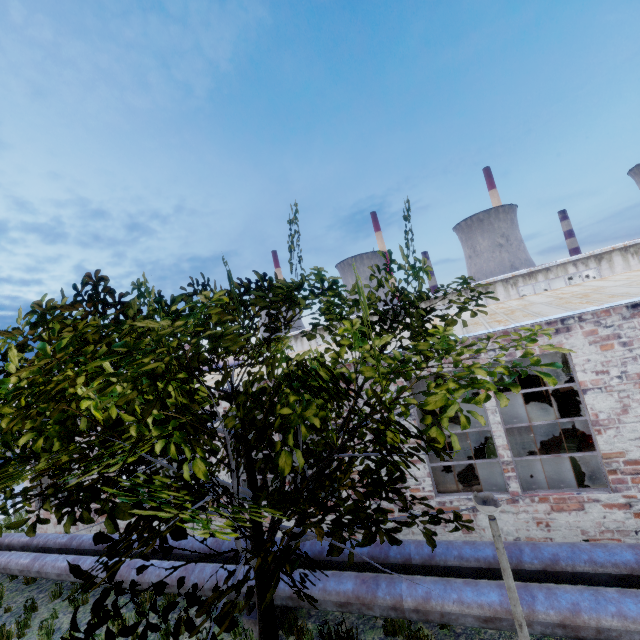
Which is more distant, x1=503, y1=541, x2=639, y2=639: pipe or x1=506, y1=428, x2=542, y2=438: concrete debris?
x1=506, y1=428, x2=542, y2=438: concrete debris

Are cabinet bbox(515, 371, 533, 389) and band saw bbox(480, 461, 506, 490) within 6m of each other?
no

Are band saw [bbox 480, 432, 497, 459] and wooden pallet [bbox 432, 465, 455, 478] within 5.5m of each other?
yes

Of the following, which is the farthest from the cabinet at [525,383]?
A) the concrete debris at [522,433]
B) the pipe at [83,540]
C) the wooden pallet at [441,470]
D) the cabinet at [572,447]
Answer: the pipe at [83,540]

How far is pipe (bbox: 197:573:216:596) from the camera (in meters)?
6.92

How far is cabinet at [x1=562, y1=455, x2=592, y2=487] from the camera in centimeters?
758cm

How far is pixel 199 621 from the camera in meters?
7.5 m

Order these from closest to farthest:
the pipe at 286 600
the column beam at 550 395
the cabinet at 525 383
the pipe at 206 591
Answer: the pipe at 286 600 < the pipe at 206 591 < the column beam at 550 395 < the cabinet at 525 383
